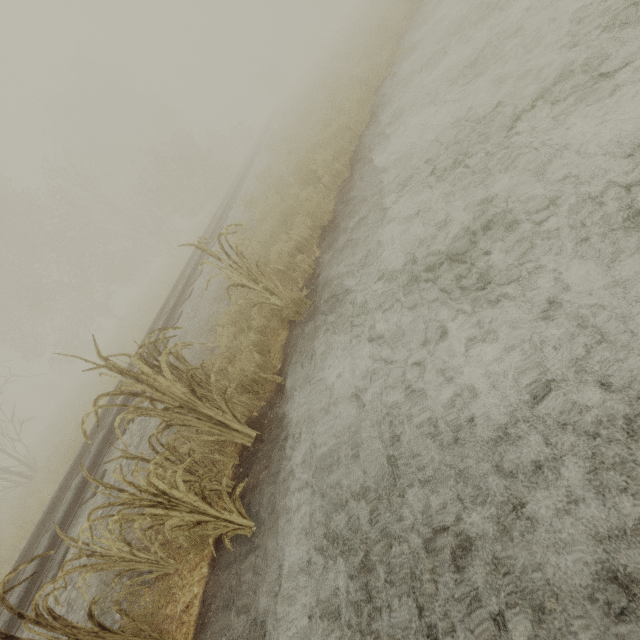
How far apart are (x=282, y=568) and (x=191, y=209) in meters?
26.7

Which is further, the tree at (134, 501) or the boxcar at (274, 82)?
the boxcar at (274, 82)

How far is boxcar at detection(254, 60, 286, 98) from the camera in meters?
51.4

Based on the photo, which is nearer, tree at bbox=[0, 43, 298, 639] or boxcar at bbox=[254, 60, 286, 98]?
tree at bbox=[0, 43, 298, 639]

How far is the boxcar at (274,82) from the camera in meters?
51.4
